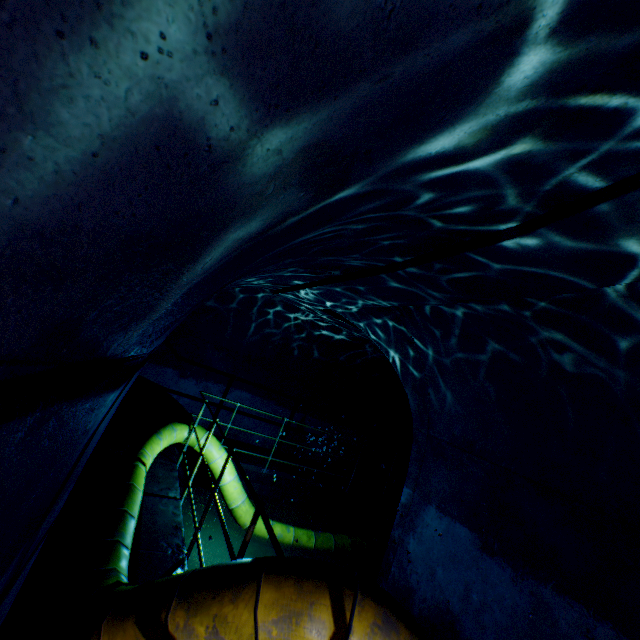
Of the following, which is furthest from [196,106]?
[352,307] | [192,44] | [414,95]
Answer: [352,307]

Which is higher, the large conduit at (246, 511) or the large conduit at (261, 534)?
the large conduit at (246, 511)

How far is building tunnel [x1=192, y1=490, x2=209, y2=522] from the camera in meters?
6.5

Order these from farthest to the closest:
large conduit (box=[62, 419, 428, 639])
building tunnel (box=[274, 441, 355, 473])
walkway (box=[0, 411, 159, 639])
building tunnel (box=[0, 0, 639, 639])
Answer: building tunnel (box=[274, 441, 355, 473])
walkway (box=[0, 411, 159, 639])
large conduit (box=[62, 419, 428, 639])
building tunnel (box=[0, 0, 639, 639])

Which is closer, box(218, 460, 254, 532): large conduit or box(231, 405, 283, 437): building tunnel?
box(218, 460, 254, 532): large conduit

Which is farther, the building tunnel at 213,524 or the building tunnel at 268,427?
the building tunnel at 268,427
